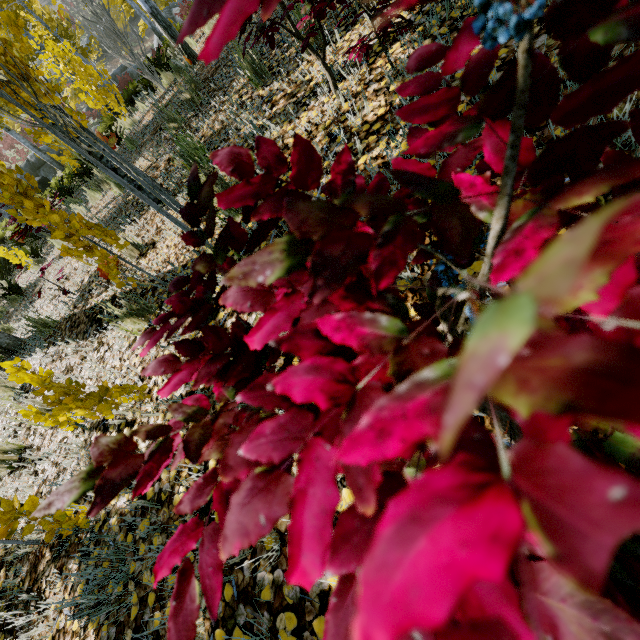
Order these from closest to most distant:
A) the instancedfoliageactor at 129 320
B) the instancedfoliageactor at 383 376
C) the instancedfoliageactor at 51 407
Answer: the instancedfoliageactor at 383 376
the instancedfoliageactor at 51 407
the instancedfoliageactor at 129 320

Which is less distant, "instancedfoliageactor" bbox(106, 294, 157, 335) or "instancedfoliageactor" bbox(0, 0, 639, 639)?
"instancedfoliageactor" bbox(0, 0, 639, 639)

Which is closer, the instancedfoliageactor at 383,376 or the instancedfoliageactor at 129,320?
the instancedfoliageactor at 383,376

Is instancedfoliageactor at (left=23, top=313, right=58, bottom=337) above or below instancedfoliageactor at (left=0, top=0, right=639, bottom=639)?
below

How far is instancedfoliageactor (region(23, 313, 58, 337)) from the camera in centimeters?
409cm

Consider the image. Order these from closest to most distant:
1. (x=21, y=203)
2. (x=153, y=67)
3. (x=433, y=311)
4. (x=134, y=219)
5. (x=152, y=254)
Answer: (x=433, y=311)
(x=21, y=203)
(x=152, y=254)
(x=134, y=219)
(x=153, y=67)

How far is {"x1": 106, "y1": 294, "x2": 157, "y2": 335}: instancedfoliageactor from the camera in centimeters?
258cm

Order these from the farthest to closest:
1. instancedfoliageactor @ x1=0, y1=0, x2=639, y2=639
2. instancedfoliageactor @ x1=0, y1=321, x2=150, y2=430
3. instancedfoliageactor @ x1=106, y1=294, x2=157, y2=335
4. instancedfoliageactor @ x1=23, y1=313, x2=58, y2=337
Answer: instancedfoliageactor @ x1=23, y1=313, x2=58, y2=337, instancedfoliageactor @ x1=106, y1=294, x2=157, y2=335, instancedfoliageactor @ x1=0, y1=321, x2=150, y2=430, instancedfoliageactor @ x1=0, y1=0, x2=639, y2=639
